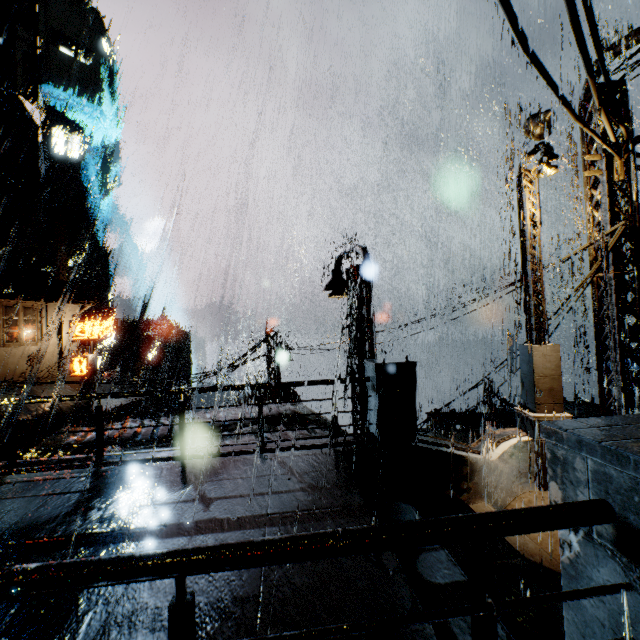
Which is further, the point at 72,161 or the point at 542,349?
the point at 72,161

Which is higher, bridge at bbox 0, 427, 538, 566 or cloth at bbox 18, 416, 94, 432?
bridge at bbox 0, 427, 538, 566

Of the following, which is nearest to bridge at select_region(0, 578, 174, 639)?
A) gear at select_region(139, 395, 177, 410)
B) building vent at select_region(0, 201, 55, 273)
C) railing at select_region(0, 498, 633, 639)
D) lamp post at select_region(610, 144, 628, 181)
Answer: railing at select_region(0, 498, 633, 639)

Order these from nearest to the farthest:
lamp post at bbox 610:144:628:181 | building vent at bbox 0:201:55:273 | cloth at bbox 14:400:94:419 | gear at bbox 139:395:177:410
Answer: lamp post at bbox 610:144:628:181 → cloth at bbox 14:400:94:419 → building vent at bbox 0:201:55:273 → gear at bbox 139:395:177:410

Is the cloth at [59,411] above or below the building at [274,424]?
below

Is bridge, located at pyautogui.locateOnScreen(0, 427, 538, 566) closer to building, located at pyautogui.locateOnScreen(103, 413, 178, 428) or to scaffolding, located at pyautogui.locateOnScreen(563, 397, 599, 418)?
building, located at pyautogui.locateOnScreen(103, 413, 178, 428)

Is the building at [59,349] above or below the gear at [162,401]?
Result: above

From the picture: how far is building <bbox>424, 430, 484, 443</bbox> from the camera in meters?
20.1
